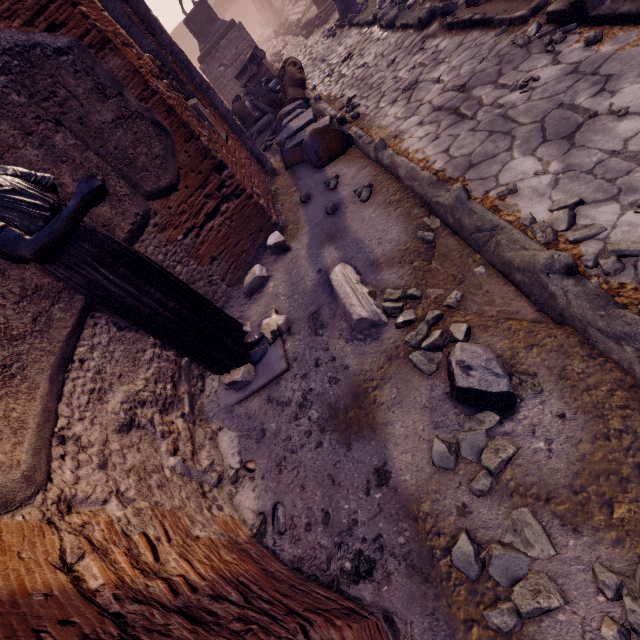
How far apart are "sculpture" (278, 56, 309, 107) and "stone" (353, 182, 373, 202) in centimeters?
517cm

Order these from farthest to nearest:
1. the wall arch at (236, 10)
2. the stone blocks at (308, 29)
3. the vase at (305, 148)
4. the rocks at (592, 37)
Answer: the wall arch at (236, 10)
the stone blocks at (308, 29)
the vase at (305, 148)
the rocks at (592, 37)

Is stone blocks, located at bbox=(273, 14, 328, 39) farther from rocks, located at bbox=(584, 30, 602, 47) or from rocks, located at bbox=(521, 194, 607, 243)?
rocks, located at bbox=(521, 194, 607, 243)

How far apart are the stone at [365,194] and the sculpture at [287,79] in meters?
5.2 m

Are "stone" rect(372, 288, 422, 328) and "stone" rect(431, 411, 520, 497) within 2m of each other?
yes

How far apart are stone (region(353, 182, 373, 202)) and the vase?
1.36m

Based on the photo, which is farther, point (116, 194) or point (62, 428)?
point (116, 194)

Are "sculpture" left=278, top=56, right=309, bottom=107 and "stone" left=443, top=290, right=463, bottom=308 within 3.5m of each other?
no
